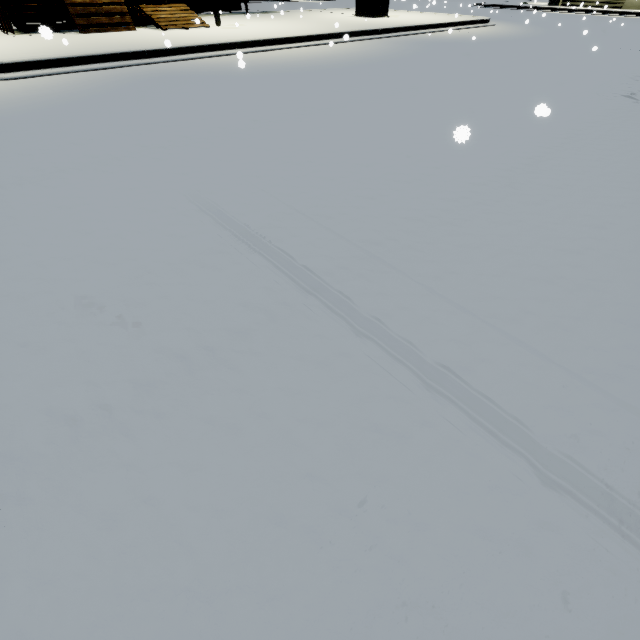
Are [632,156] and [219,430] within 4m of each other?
no

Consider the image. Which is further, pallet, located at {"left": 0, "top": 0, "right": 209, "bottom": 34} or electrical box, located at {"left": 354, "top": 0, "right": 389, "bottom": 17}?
electrical box, located at {"left": 354, "top": 0, "right": 389, "bottom": 17}

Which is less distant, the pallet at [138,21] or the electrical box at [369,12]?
the pallet at [138,21]
